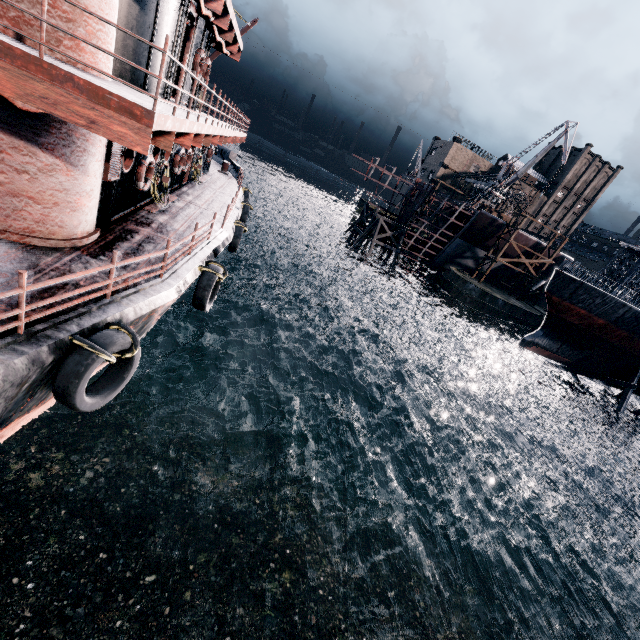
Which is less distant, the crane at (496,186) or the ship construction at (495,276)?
the crane at (496,186)

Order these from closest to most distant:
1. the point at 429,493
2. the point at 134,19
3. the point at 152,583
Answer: the point at 134,19, the point at 152,583, the point at 429,493

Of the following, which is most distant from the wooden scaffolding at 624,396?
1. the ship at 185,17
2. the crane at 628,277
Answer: the ship at 185,17

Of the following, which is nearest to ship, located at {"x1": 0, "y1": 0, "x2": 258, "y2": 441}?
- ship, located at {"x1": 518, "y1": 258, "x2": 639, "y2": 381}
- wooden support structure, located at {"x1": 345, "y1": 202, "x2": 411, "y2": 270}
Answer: wooden support structure, located at {"x1": 345, "y1": 202, "x2": 411, "y2": 270}

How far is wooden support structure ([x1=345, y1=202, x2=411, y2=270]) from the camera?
48.47m

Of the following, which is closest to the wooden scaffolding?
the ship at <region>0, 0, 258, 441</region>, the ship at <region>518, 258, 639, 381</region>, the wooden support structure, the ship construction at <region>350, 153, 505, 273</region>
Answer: the ship at <region>518, 258, 639, 381</region>

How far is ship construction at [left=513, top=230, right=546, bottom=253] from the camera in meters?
49.5
